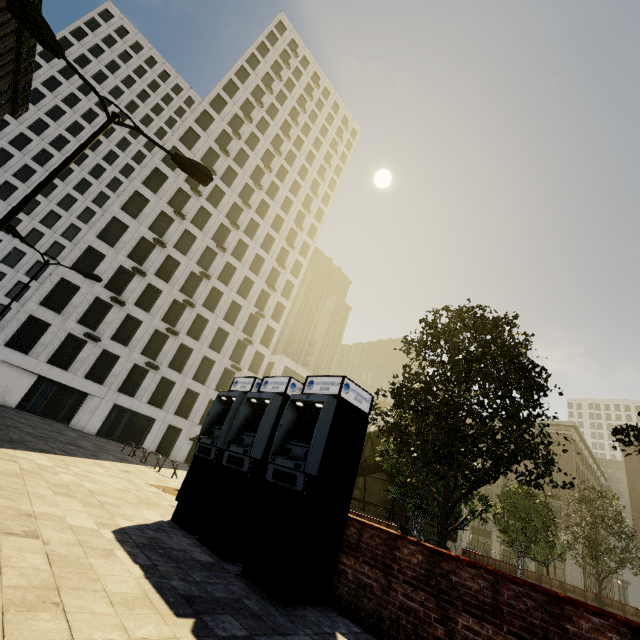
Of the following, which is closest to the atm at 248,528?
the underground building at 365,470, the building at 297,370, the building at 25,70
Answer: the underground building at 365,470

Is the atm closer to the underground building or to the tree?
the tree

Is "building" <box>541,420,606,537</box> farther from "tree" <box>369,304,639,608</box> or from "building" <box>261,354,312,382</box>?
"building" <box>261,354,312,382</box>

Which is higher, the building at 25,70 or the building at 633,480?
the building at 25,70

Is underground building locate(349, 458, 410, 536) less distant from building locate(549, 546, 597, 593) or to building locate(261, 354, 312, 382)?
building locate(261, 354, 312, 382)

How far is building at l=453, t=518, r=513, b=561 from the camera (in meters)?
42.81

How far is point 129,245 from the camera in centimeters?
3278cm
